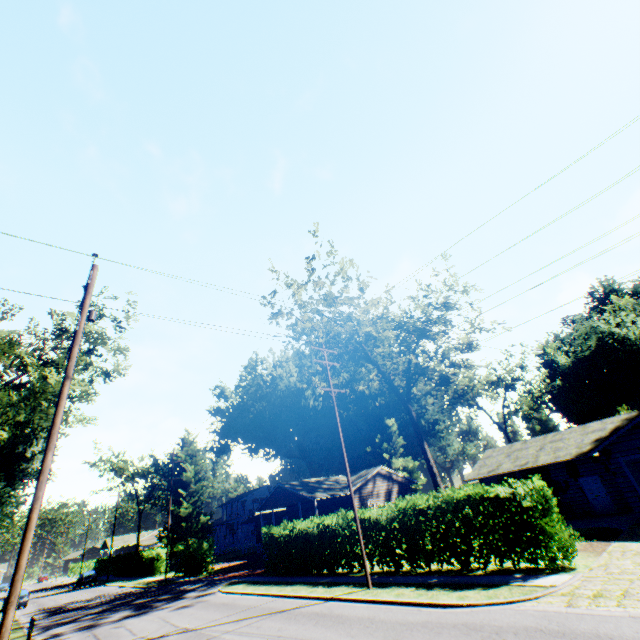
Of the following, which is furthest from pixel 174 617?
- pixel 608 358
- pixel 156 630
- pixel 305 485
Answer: pixel 608 358

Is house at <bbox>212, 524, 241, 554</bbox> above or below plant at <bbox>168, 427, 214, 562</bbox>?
below

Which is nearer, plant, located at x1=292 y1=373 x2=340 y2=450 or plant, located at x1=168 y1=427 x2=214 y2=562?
plant, located at x1=168 y1=427 x2=214 y2=562

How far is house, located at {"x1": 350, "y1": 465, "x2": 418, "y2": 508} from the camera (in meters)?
34.22

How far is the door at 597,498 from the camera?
20.92m

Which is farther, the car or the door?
the car

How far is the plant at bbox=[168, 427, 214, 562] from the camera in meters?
45.0 m

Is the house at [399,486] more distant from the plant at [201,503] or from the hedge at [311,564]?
the plant at [201,503]
